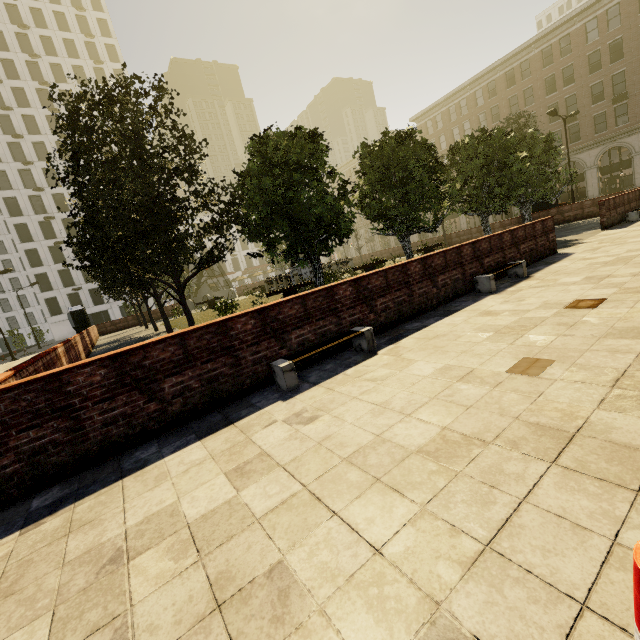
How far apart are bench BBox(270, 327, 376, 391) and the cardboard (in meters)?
2.25

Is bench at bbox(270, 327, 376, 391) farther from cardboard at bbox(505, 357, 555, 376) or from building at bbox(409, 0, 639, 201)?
building at bbox(409, 0, 639, 201)

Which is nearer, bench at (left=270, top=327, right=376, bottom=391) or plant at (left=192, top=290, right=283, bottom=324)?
bench at (left=270, top=327, right=376, bottom=391)

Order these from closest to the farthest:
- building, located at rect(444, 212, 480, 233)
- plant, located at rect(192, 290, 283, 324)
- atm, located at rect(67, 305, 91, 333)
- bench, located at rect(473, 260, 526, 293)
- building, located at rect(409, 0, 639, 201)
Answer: bench, located at rect(473, 260, 526, 293)
plant, located at rect(192, 290, 283, 324)
atm, located at rect(67, 305, 91, 333)
building, located at rect(409, 0, 639, 201)
building, located at rect(444, 212, 480, 233)

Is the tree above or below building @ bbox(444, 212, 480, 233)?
above

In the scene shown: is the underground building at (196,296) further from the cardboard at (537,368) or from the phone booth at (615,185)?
the phone booth at (615,185)

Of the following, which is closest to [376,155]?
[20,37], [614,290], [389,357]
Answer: [614,290]

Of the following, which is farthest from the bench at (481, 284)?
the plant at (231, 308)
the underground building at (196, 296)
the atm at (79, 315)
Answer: the underground building at (196, 296)
